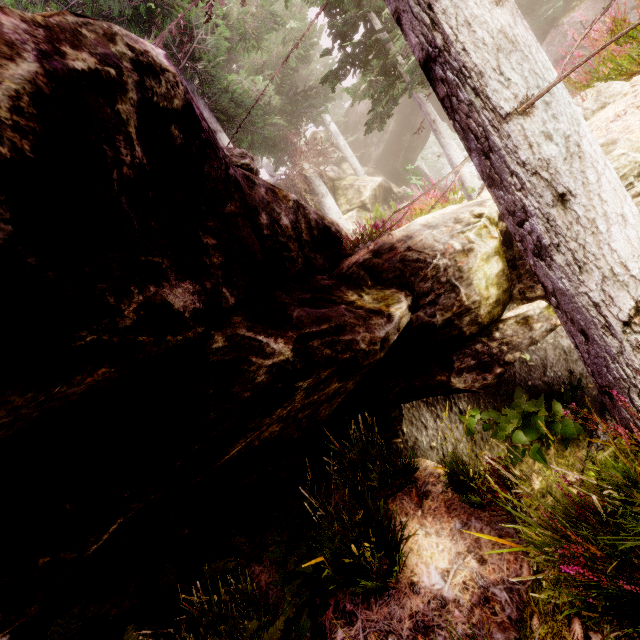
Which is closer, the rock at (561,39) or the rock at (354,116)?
the rock at (561,39)

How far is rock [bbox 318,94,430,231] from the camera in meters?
20.5 m

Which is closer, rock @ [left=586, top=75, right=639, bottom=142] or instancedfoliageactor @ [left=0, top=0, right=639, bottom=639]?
instancedfoliageactor @ [left=0, top=0, right=639, bottom=639]

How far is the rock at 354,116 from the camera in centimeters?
2050cm

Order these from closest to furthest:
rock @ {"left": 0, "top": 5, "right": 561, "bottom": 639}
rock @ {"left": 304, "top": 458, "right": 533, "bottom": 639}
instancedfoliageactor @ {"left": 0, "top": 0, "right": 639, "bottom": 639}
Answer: rock @ {"left": 0, "top": 5, "right": 561, "bottom": 639}
instancedfoliageactor @ {"left": 0, "top": 0, "right": 639, "bottom": 639}
rock @ {"left": 304, "top": 458, "right": 533, "bottom": 639}

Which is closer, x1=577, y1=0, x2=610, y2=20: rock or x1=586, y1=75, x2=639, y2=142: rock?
x1=586, y1=75, x2=639, y2=142: rock

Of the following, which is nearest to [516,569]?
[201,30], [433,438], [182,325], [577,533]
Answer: [577,533]
